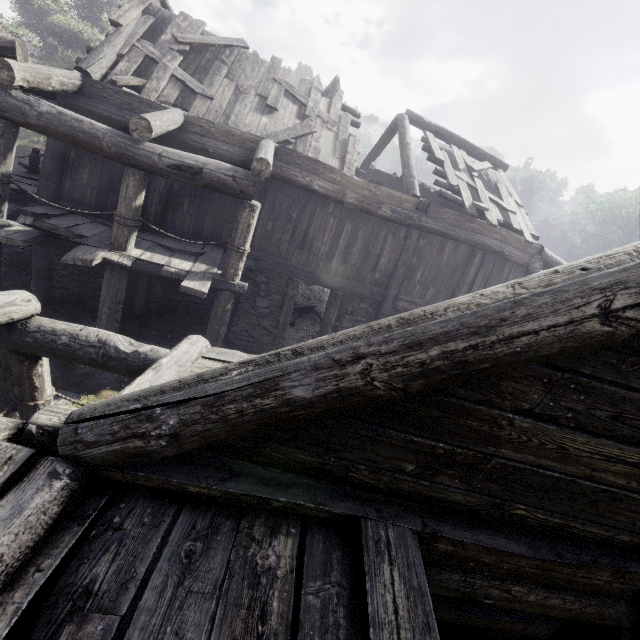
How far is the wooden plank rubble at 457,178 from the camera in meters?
10.2 m

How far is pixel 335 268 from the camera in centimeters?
989cm

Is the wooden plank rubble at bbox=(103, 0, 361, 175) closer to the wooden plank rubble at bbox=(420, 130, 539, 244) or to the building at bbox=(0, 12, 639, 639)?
the building at bbox=(0, 12, 639, 639)

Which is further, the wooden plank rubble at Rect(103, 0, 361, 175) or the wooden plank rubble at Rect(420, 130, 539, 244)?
the wooden plank rubble at Rect(420, 130, 539, 244)

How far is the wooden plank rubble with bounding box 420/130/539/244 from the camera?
10.2 meters

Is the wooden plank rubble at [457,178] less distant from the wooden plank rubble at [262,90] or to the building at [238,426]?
Result: the building at [238,426]

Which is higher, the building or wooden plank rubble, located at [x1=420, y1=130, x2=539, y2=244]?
wooden plank rubble, located at [x1=420, y1=130, x2=539, y2=244]

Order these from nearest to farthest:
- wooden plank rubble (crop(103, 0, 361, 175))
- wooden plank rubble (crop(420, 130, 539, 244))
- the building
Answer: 1. the building
2. wooden plank rubble (crop(103, 0, 361, 175))
3. wooden plank rubble (crop(420, 130, 539, 244))
